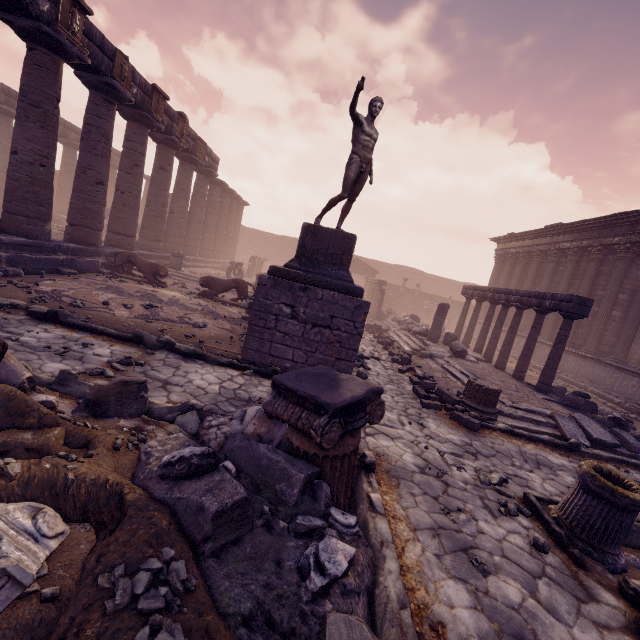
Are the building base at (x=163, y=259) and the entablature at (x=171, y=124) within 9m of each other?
yes

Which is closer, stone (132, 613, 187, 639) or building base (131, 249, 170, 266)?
stone (132, 613, 187, 639)

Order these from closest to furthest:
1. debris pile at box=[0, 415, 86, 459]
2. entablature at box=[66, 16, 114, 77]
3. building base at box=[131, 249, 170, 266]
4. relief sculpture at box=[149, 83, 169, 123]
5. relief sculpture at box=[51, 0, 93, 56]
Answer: debris pile at box=[0, 415, 86, 459]
relief sculpture at box=[51, 0, 93, 56]
entablature at box=[66, 16, 114, 77]
relief sculpture at box=[149, 83, 169, 123]
building base at box=[131, 249, 170, 266]

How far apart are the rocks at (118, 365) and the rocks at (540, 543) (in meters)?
6.13

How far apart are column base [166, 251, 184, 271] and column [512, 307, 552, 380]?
15.4 meters

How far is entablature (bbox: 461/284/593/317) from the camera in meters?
9.3 m

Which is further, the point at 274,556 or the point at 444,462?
the point at 444,462

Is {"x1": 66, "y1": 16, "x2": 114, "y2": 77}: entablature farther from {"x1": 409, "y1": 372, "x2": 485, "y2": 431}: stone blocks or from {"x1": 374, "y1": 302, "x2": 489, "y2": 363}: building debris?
{"x1": 374, "y1": 302, "x2": 489, "y2": 363}: building debris
